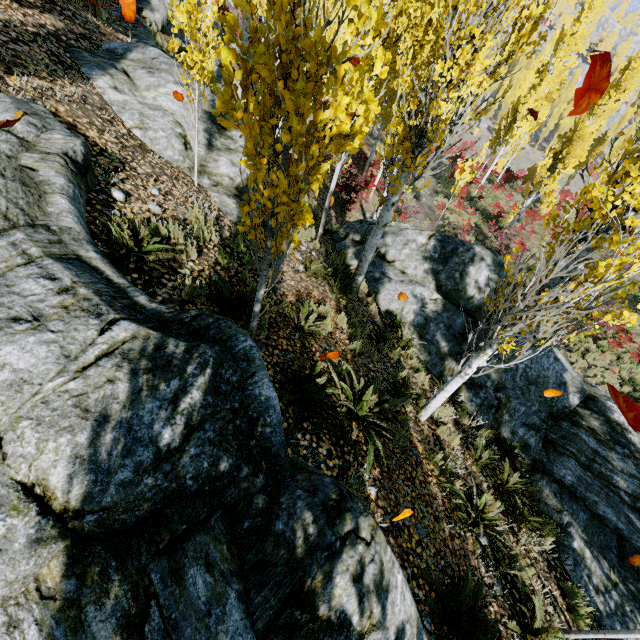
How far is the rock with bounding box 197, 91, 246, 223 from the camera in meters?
6.5

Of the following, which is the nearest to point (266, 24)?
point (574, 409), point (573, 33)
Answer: point (574, 409)

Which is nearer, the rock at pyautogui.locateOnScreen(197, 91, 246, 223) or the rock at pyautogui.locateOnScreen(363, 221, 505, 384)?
the rock at pyautogui.locateOnScreen(197, 91, 246, 223)

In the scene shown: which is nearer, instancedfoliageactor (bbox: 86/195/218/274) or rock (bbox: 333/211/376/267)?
instancedfoliageactor (bbox: 86/195/218/274)

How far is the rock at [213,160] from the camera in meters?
6.5

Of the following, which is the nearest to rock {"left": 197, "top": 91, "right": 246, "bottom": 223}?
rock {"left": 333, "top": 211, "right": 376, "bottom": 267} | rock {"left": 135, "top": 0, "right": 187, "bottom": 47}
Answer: rock {"left": 135, "top": 0, "right": 187, "bottom": 47}

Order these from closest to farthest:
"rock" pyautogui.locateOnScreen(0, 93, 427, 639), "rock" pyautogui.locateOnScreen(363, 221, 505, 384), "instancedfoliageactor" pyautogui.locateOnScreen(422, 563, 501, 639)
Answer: "rock" pyautogui.locateOnScreen(0, 93, 427, 639) → "instancedfoliageactor" pyautogui.locateOnScreen(422, 563, 501, 639) → "rock" pyautogui.locateOnScreen(363, 221, 505, 384)

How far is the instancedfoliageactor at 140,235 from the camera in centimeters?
347cm
